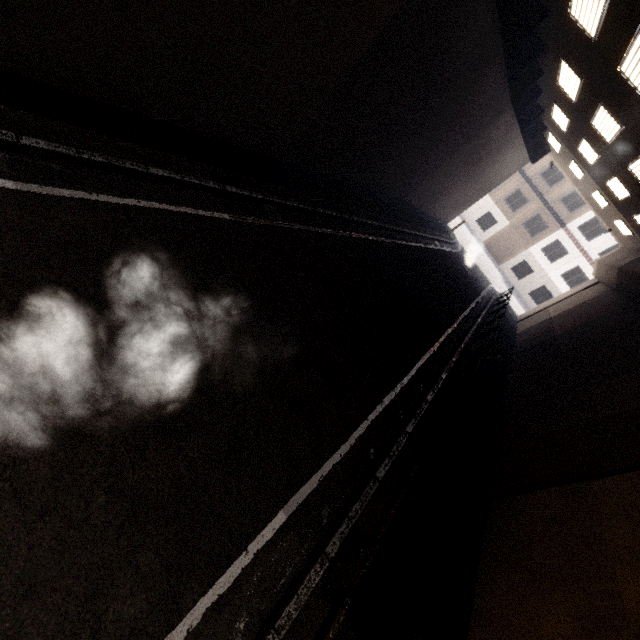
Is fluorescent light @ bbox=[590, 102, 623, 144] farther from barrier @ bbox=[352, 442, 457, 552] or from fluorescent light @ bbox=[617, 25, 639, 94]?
barrier @ bbox=[352, 442, 457, 552]

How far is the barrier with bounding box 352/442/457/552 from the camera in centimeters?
372cm

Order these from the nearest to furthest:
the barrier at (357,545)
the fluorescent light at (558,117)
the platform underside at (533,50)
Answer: the barrier at (357,545)
the platform underside at (533,50)
the fluorescent light at (558,117)

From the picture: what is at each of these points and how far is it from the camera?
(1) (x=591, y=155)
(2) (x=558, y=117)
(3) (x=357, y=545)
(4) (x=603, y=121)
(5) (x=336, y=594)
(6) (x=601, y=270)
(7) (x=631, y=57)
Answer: (1) fluorescent light, 13.5 meters
(2) fluorescent light, 14.0 meters
(3) barrier, 4.1 meters
(4) fluorescent light, 10.4 meters
(5) barrier, 3.5 meters
(6) concrete pillar, 18.6 meters
(7) fluorescent light, 7.0 meters

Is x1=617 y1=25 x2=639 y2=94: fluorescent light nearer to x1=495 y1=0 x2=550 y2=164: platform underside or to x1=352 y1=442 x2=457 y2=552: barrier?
x1=495 y1=0 x2=550 y2=164: platform underside

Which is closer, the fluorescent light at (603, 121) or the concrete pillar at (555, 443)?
the concrete pillar at (555, 443)

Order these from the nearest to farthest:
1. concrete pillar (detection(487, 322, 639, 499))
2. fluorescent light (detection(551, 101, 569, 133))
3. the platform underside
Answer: concrete pillar (detection(487, 322, 639, 499)) < the platform underside < fluorescent light (detection(551, 101, 569, 133))

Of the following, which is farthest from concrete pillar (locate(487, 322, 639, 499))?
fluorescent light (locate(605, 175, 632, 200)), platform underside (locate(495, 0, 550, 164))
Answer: platform underside (locate(495, 0, 550, 164))
